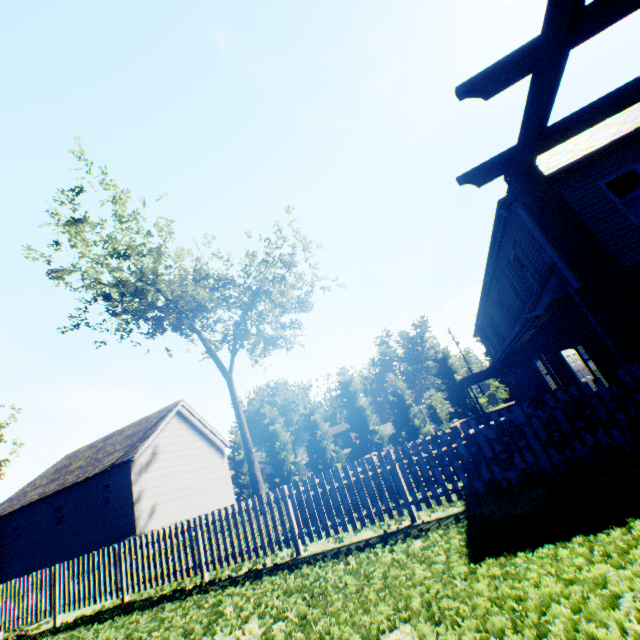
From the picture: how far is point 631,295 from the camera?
1.89m

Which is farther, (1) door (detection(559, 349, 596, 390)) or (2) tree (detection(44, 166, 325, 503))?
(2) tree (detection(44, 166, 325, 503))

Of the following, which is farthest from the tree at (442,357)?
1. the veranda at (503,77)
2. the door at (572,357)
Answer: the veranda at (503,77)

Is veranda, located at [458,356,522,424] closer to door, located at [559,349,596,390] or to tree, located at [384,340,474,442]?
tree, located at [384,340,474,442]

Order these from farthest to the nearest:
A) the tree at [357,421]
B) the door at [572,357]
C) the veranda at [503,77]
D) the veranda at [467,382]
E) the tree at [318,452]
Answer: the tree at [318,452], the tree at [357,421], the veranda at [467,382], the door at [572,357], the veranda at [503,77]

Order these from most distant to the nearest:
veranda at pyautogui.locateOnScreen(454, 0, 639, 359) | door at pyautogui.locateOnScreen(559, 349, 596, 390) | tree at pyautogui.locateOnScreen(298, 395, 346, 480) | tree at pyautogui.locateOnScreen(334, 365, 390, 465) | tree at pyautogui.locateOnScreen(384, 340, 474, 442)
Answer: tree at pyautogui.locateOnScreen(298, 395, 346, 480) → tree at pyautogui.locateOnScreen(334, 365, 390, 465) → tree at pyautogui.locateOnScreen(384, 340, 474, 442) → door at pyautogui.locateOnScreen(559, 349, 596, 390) → veranda at pyautogui.locateOnScreen(454, 0, 639, 359)

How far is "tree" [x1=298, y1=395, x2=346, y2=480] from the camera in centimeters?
3572cm
